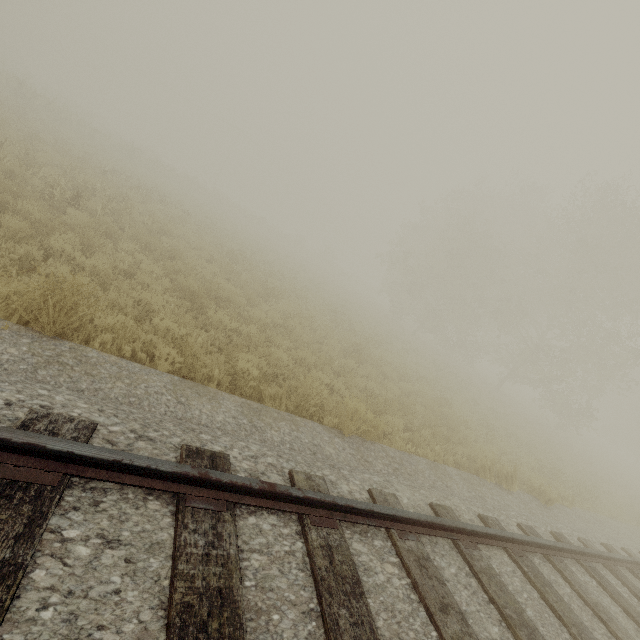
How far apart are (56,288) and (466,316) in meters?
26.7 m
